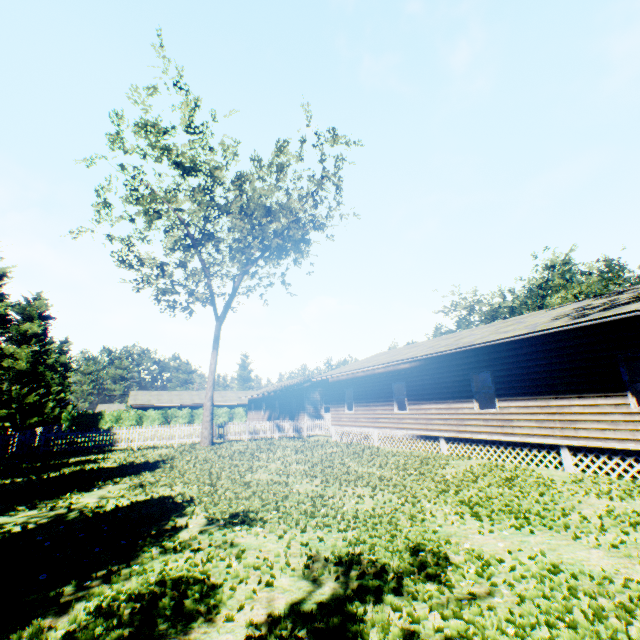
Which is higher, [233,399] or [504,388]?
[233,399]

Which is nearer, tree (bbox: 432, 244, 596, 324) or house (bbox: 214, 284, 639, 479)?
house (bbox: 214, 284, 639, 479)

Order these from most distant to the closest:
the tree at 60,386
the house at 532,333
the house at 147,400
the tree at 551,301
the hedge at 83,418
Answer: the house at 147,400, the hedge at 83,418, the tree at 551,301, the tree at 60,386, the house at 532,333

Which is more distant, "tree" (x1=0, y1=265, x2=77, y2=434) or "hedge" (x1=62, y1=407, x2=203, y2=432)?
"hedge" (x1=62, y1=407, x2=203, y2=432)

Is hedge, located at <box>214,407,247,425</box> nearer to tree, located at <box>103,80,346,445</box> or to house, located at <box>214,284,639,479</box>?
house, located at <box>214,284,639,479</box>

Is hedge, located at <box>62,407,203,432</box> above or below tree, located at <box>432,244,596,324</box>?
below

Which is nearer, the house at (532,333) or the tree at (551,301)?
the house at (532,333)
